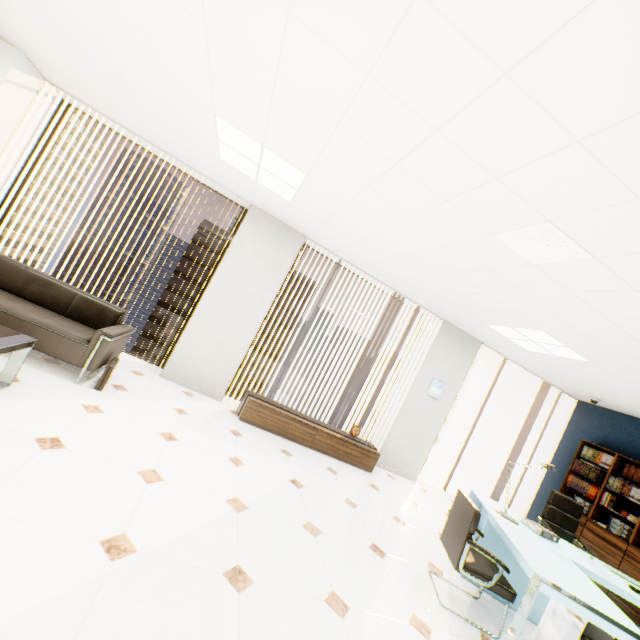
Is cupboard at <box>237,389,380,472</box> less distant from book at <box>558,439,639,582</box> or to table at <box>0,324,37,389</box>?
table at <box>0,324,37,389</box>

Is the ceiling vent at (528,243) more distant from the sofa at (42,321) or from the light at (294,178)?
the sofa at (42,321)

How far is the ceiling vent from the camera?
2.26m

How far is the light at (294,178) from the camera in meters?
3.2 m

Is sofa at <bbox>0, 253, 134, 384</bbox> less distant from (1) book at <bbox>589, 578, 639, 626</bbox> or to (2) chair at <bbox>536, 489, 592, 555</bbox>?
(2) chair at <bbox>536, 489, 592, 555</bbox>

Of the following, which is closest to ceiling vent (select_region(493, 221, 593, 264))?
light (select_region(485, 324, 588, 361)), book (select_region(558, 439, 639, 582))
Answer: light (select_region(485, 324, 588, 361))

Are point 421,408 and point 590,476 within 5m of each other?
yes

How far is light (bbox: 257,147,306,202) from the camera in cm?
322
